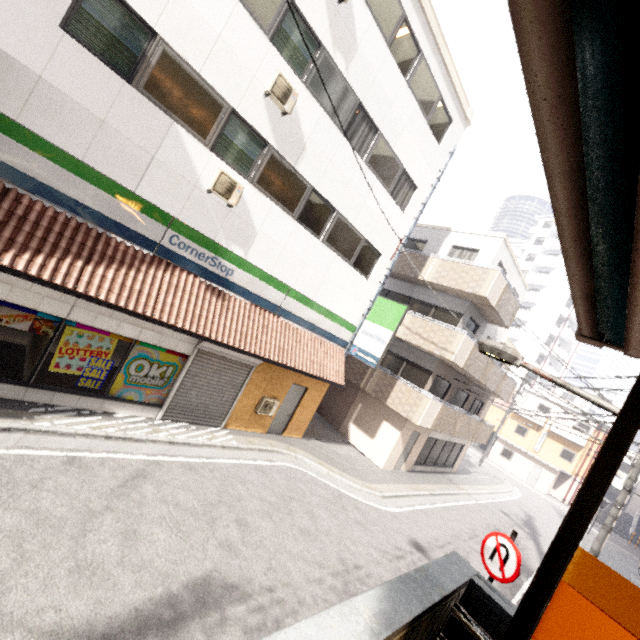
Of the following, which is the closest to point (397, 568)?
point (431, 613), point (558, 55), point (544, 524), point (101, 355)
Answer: point (431, 613)

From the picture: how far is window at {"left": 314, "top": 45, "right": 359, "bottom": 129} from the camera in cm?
863

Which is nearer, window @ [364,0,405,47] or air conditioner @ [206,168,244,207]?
air conditioner @ [206,168,244,207]

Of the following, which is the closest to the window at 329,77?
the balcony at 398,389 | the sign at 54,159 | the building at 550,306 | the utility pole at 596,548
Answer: the sign at 54,159

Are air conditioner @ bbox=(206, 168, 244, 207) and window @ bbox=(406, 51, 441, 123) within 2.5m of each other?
no

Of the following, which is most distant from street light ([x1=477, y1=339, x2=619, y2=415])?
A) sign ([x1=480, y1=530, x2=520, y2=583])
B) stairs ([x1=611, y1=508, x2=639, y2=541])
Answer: stairs ([x1=611, y1=508, x2=639, y2=541])

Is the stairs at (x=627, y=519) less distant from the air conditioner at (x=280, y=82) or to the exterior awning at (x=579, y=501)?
the exterior awning at (x=579, y=501)

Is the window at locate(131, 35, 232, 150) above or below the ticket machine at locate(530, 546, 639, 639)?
above
